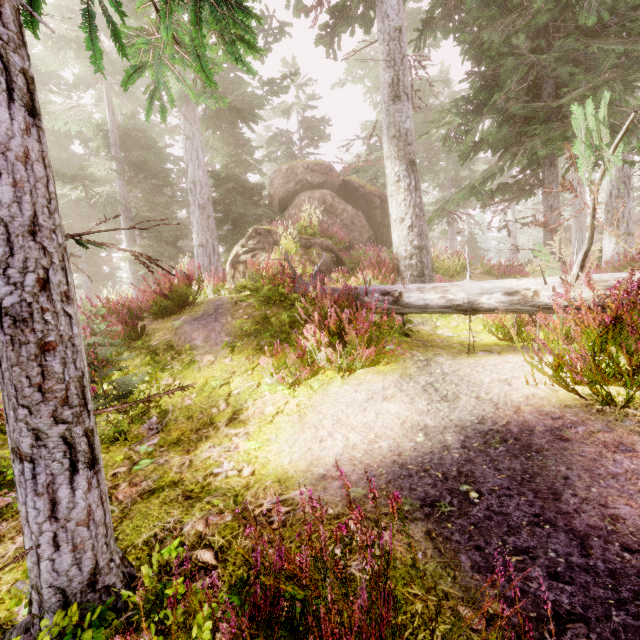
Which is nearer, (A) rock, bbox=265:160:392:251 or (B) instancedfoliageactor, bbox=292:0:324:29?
(B) instancedfoliageactor, bbox=292:0:324:29

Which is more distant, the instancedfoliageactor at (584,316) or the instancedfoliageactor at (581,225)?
the instancedfoliageactor at (581,225)

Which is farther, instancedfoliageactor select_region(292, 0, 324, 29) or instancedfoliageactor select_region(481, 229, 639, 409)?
instancedfoliageactor select_region(292, 0, 324, 29)

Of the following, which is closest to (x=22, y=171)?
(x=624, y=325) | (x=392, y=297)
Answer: (x=624, y=325)

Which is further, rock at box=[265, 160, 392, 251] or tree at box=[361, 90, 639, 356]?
rock at box=[265, 160, 392, 251]

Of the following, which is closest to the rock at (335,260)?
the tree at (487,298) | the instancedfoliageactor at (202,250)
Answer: the instancedfoliageactor at (202,250)

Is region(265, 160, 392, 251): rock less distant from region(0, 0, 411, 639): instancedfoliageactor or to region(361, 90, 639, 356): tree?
region(0, 0, 411, 639): instancedfoliageactor
